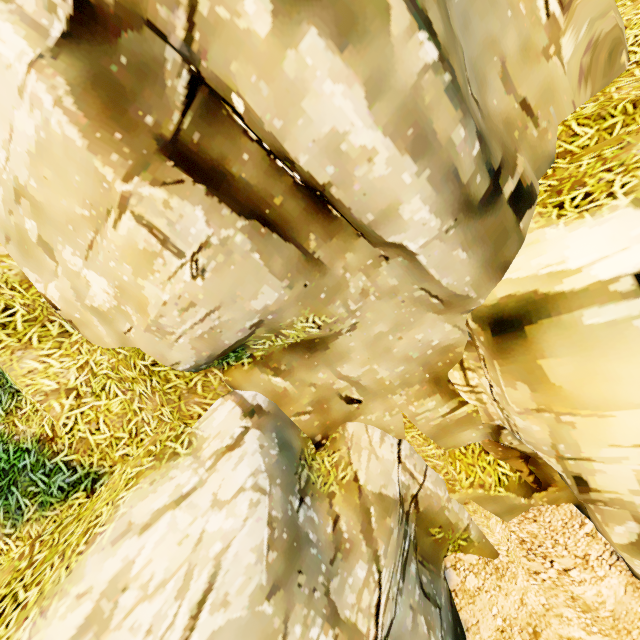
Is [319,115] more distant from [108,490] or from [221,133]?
[108,490]
